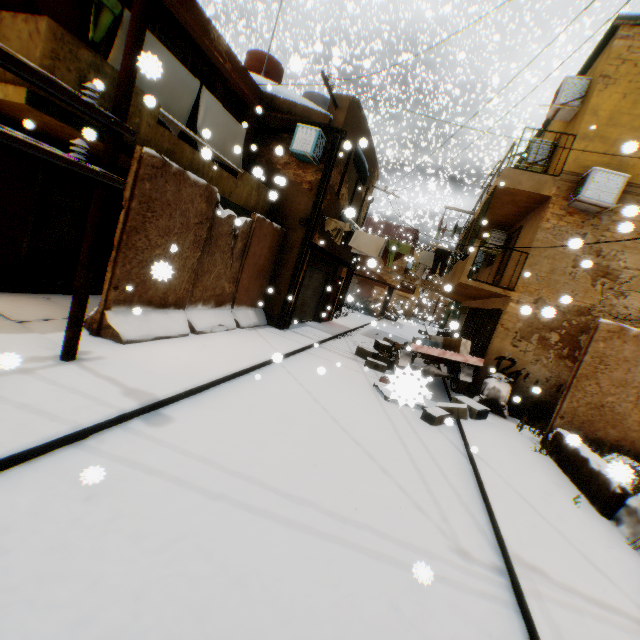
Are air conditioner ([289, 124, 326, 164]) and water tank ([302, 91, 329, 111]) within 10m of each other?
yes

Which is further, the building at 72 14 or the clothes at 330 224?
the clothes at 330 224

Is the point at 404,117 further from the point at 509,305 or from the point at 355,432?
the point at 355,432

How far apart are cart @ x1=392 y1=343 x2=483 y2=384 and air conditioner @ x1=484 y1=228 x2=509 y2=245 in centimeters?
494cm

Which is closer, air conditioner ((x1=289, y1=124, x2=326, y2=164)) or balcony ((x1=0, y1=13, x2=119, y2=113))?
balcony ((x1=0, y1=13, x2=119, y2=113))

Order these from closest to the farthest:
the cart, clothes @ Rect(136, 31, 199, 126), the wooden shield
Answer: clothes @ Rect(136, 31, 199, 126) → the cart → the wooden shield

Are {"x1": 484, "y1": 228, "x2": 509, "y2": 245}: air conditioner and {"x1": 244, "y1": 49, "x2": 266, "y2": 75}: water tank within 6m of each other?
no

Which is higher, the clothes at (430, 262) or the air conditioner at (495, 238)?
the air conditioner at (495, 238)
